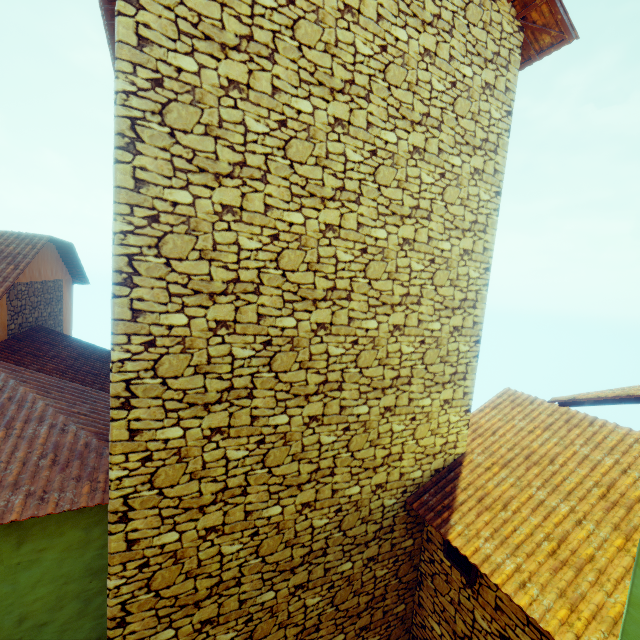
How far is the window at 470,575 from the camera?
4.7m

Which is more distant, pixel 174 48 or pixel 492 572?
pixel 492 572

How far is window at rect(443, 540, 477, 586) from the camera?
4.7m
